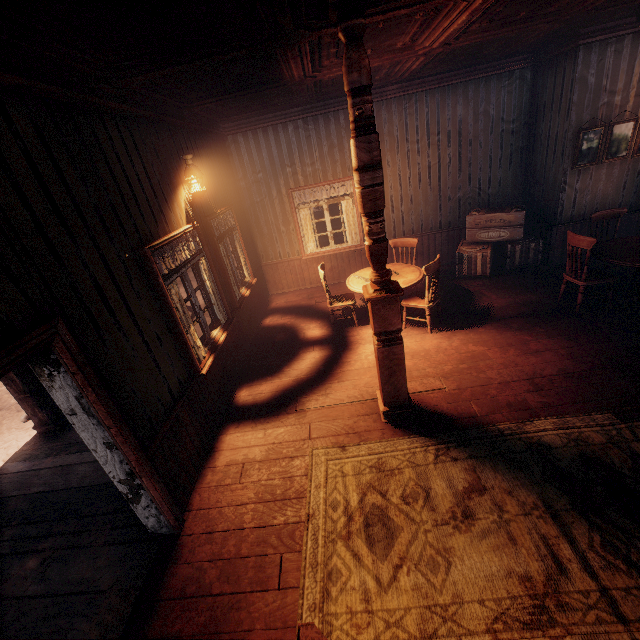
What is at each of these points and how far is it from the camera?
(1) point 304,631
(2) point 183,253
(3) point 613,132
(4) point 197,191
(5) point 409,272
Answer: (1) building, 2.3 meters
(2) curtain, 4.1 meters
(3) paintings, 5.7 meters
(4) bp, 4.6 meters
(5) table, 5.8 meters

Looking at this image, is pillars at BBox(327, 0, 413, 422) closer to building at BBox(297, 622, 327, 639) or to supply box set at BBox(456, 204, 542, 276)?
building at BBox(297, 622, 327, 639)

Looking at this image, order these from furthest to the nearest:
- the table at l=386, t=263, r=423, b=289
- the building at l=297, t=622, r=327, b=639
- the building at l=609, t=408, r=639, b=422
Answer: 1. the table at l=386, t=263, r=423, b=289
2. the building at l=609, t=408, r=639, b=422
3. the building at l=297, t=622, r=327, b=639

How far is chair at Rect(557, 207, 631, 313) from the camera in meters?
4.8 m

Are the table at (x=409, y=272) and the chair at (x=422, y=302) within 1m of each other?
yes

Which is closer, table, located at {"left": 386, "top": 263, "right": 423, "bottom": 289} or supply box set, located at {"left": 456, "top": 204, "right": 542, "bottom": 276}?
table, located at {"left": 386, "top": 263, "right": 423, "bottom": 289}

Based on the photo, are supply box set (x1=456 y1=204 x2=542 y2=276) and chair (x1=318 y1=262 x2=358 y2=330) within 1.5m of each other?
no

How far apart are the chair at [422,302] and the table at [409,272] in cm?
28
